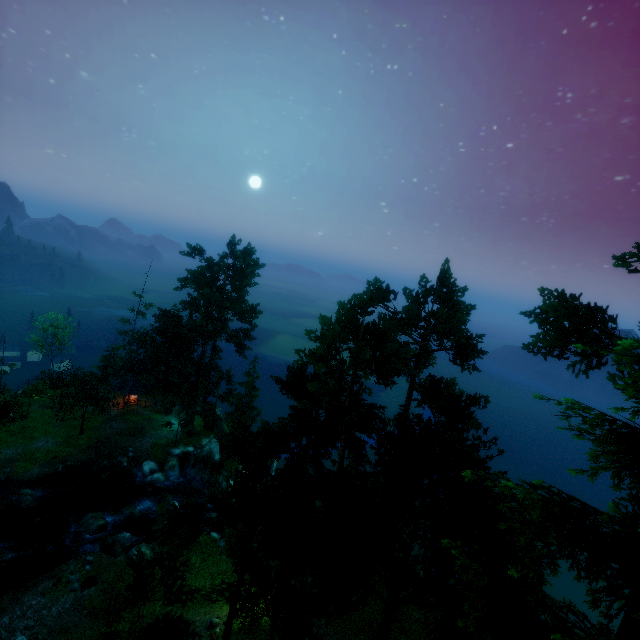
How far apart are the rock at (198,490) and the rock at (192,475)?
0.4 meters

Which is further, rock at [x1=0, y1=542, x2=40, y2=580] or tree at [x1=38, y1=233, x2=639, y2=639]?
rock at [x1=0, y1=542, x2=40, y2=580]

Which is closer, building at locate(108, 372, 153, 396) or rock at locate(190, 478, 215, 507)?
rock at locate(190, 478, 215, 507)

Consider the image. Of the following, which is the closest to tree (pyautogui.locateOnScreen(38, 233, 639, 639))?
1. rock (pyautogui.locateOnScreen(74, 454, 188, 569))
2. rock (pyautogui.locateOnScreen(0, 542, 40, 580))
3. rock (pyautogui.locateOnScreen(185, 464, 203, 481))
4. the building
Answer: the building

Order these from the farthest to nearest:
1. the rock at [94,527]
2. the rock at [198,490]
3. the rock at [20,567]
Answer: the rock at [198,490]
the rock at [94,527]
the rock at [20,567]

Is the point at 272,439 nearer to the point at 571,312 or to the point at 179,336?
the point at 571,312

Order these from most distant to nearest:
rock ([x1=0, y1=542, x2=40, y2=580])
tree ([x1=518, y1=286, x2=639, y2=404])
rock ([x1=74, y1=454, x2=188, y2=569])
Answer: rock ([x1=74, y1=454, x2=188, y2=569]) → rock ([x1=0, y1=542, x2=40, y2=580]) → tree ([x1=518, y1=286, x2=639, y2=404])

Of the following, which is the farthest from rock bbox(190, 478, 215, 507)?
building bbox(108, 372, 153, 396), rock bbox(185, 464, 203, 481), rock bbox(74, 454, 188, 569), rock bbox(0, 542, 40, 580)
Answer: building bbox(108, 372, 153, 396)
